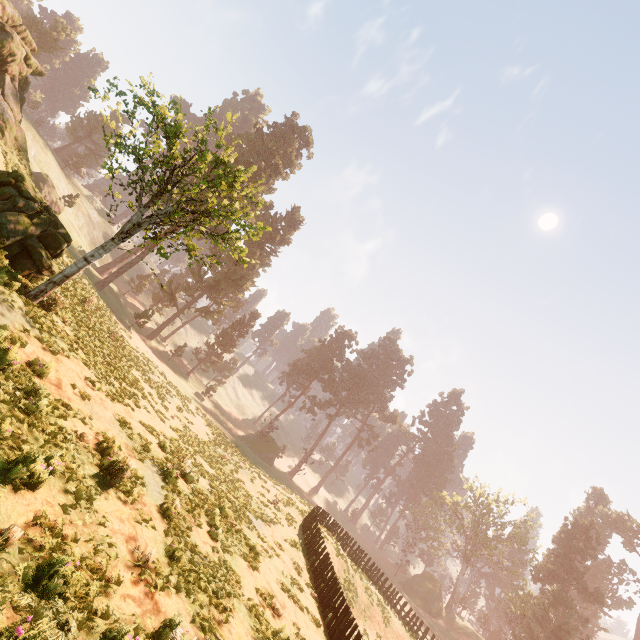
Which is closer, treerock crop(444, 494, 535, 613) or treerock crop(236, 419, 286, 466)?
treerock crop(236, 419, 286, 466)

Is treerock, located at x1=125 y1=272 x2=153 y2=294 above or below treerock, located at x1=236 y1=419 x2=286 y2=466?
above

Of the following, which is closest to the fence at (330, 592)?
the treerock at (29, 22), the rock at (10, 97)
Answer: the treerock at (29, 22)

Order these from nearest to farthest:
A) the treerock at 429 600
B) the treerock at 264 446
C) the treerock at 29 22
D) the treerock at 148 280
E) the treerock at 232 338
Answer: the treerock at 264 446, the treerock at 429 600, the treerock at 29 22, the treerock at 232 338, the treerock at 148 280

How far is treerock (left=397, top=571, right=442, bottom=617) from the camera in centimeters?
4969cm

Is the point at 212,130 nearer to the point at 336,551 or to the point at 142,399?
the point at 142,399

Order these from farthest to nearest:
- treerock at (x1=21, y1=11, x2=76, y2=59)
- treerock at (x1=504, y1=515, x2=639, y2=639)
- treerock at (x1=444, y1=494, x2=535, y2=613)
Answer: treerock at (x1=444, y1=494, x2=535, y2=613)
treerock at (x1=21, y1=11, x2=76, y2=59)
treerock at (x1=504, y1=515, x2=639, y2=639)
